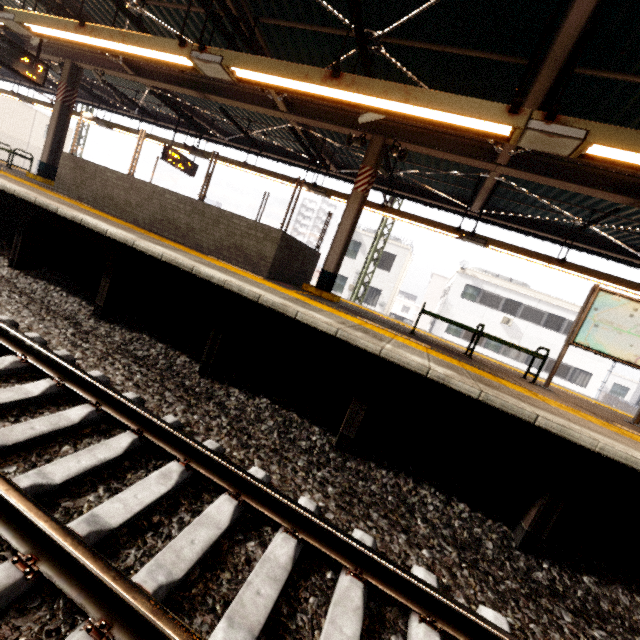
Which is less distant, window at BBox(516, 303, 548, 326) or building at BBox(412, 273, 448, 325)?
window at BBox(516, 303, 548, 326)

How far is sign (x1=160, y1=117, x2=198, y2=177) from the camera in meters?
11.0 m

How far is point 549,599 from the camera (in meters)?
2.73

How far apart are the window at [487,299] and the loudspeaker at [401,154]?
20.69m

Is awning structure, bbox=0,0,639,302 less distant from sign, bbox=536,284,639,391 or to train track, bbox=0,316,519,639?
sign, bbox=536,284,639,391

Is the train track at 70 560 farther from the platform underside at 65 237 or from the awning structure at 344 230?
the awning structure at 344 230

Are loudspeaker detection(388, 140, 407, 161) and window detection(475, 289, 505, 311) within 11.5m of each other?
no

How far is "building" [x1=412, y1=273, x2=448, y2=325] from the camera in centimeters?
4034cm
